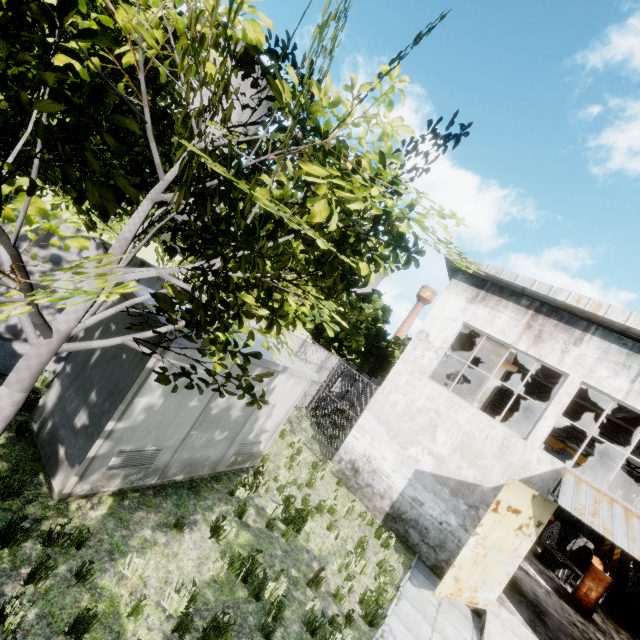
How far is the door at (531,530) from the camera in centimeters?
873cm

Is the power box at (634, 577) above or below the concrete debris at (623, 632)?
above

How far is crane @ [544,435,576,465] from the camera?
25.30m

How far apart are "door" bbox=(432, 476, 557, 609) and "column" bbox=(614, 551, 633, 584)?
22.00m

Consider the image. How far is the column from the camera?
22.5m

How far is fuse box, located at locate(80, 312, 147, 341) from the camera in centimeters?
576cm

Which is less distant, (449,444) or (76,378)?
(76,378)
